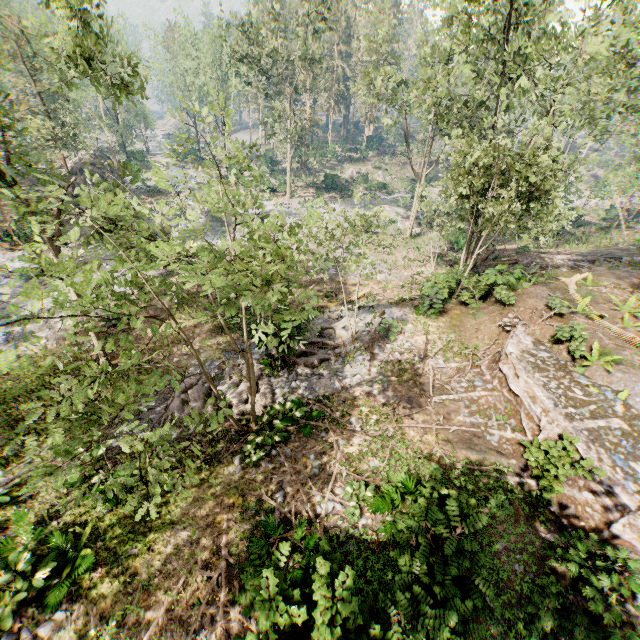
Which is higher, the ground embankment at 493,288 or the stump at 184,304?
the ground embankment at 493,288

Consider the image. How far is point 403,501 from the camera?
9.0m

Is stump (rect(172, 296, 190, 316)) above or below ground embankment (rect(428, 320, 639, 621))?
below

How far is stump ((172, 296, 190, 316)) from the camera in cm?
1942

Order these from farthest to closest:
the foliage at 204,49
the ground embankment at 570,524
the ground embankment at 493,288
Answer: → the ground embankment at 493,288 < the ground embankment at 570,524 < the foliage at 204,49

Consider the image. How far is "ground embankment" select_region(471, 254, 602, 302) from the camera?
16.58m

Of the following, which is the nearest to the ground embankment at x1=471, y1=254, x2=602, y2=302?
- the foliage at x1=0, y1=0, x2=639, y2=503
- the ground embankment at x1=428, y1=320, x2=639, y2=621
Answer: the foliage at x1=0, y1=0, x2=639, y2=503

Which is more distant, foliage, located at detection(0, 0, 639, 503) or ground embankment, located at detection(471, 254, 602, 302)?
ground embankment, located at detection(471, 254, 602, 302)
